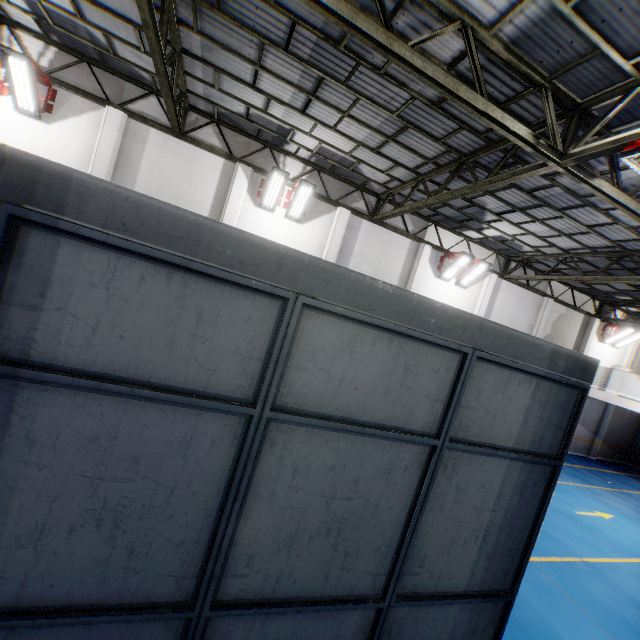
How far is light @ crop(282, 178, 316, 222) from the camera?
10.99m

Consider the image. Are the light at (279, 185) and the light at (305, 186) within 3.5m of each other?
yes

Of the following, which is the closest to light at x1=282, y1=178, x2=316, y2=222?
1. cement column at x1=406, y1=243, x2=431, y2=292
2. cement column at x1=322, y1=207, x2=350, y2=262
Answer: cement column at x1=322, y1=207, x2=350, y2=262

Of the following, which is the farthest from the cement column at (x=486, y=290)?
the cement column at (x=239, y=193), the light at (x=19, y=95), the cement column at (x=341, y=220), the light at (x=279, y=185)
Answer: the light at (x=19, y=95)

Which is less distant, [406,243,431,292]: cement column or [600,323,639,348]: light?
[406,243,431,292]: cement column

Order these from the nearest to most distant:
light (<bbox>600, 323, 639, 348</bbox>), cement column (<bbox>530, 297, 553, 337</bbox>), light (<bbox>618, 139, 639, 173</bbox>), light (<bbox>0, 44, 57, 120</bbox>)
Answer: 1. light (<bbox>618, 139, 639, 173</bbox>)
2. light (<bbox>0, 44, 57, 120</bbox>)
3. cement column (<bbox>530, 297, 553, 337</bbox>)
4. light (<bbox>600, 323, 639, 348</bbox>)

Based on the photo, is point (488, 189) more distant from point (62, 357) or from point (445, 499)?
point (62, 357)

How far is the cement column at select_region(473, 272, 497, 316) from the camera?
15.23m
